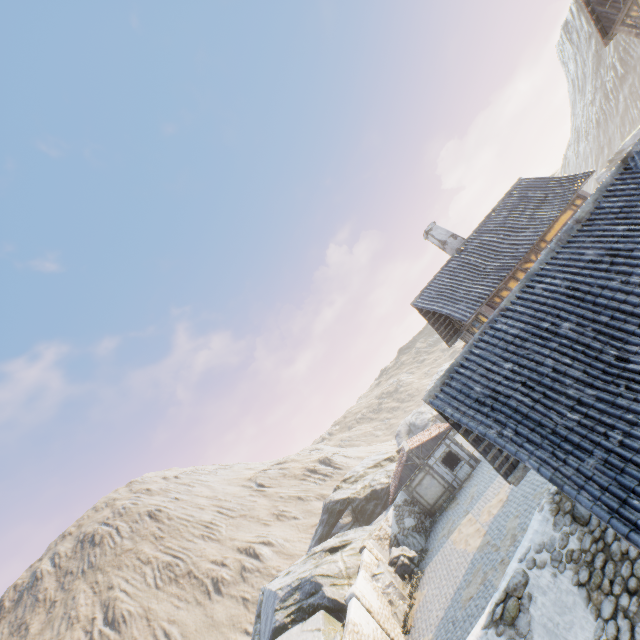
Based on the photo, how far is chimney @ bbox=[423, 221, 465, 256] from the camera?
19.00m

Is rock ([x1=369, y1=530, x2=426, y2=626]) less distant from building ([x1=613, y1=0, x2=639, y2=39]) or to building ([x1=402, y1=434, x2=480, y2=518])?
building ([x1=402, y1=434, x2=480, y2=518])

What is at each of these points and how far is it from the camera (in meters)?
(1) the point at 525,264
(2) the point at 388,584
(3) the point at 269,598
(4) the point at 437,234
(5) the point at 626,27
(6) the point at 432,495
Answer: (1) building, 15.60
(2) rock, 18.23
(3) rock, 23.25
(4) chimney, 19.48
(5) building, 13.41
(6) building, 25.06

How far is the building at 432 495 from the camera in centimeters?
2489cm

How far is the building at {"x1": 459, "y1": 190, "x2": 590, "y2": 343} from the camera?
15.4 meters

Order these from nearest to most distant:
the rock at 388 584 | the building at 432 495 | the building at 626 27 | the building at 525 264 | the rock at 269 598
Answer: the building at 626 27
the building at 525 264
the rock at 388 584
the rock at 269 598
the building at 432 495

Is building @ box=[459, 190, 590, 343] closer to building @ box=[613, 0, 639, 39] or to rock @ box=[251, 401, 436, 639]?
building @ box=[613, 0, 639, 39]

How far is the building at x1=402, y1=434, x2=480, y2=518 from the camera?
24.89m
